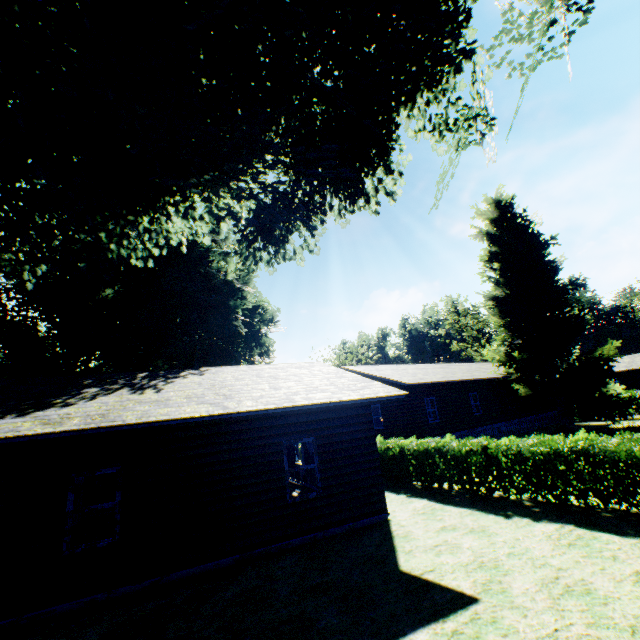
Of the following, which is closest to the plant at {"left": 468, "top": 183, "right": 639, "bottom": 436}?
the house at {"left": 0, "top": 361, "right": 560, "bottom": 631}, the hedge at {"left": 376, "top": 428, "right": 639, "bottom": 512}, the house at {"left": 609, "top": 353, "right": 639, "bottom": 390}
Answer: the hedge at {"left": 376, "top": 428, "right": 639, "bottom": 512}

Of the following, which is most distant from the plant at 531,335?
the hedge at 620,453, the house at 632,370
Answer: the house at 632,370

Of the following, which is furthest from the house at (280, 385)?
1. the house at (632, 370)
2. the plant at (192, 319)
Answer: the house at (632, 370)

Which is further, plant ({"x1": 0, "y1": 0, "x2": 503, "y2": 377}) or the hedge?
the hedge

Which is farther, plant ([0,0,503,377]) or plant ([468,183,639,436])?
plant ([468,183,639,436])

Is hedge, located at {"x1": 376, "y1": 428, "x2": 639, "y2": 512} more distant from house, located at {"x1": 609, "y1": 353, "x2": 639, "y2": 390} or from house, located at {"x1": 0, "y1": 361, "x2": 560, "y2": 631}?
house, located at {"x1": 609, "y1": 353, "x2": 639, "y2": 390}

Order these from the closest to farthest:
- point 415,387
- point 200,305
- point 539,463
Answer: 1. point 539,463
2. point 415,387
3. point 200,305

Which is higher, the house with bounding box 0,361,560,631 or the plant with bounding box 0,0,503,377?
the plant with bounding box 0,0,503,377
